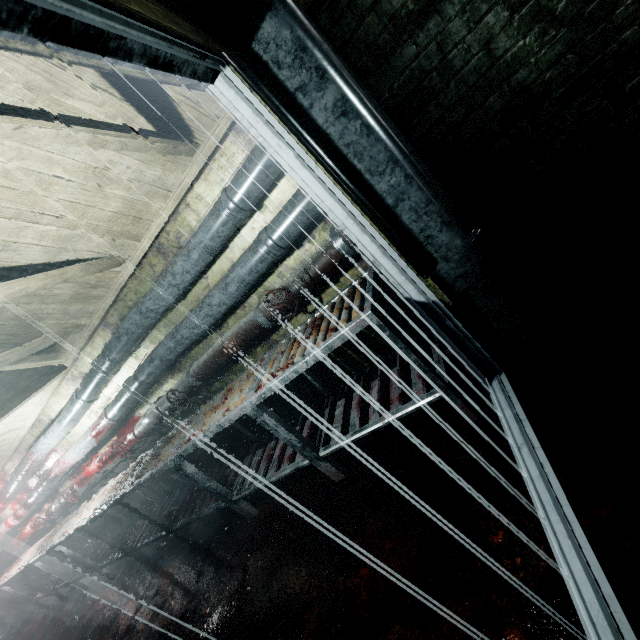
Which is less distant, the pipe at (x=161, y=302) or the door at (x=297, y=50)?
the door at (x=297, y=50)

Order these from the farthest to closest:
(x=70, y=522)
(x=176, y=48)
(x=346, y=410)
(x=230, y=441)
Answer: (x=70, y=522), (x=230, y=441), (x=346, y=410), (x=176, y=48)

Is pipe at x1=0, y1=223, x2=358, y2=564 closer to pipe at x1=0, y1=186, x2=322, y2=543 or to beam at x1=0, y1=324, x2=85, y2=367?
pipe at x1=0, y1=186, x2=322, y2=543

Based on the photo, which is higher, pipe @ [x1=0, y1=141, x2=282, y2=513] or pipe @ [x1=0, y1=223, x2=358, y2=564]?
pipe @ [x1=0, y1=141, x2=282, y2=513]

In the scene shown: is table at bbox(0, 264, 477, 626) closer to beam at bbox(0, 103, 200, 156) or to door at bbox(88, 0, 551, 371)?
door at bbox(88, 0, 551, 371)

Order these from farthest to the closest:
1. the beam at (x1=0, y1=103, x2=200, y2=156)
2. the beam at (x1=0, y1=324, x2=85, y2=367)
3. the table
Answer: the beam at (x1=0, y1=324, x2=85, y2=367) < the table < the beam at (x1=0, y1=103, x2=200, y2=156)

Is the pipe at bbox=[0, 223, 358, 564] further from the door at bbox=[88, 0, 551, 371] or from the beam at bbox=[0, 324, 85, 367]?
the beam at bbox=[0, 324, 85, 367]

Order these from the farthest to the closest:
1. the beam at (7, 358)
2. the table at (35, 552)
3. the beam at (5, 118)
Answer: the beam at (7, 358) → the table at (35, 552) → the beam at (5, 118)
